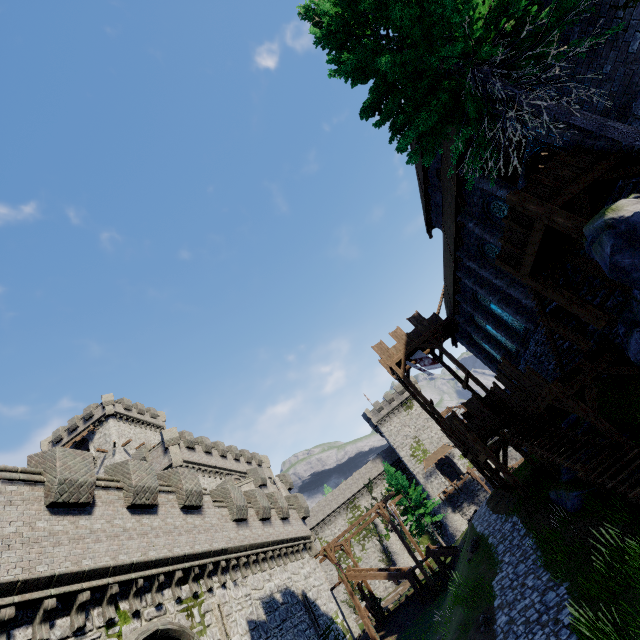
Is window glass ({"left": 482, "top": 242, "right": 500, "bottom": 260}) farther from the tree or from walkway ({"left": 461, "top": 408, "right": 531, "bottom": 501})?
the tree

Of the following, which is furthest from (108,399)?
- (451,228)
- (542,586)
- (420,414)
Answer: (542,586)

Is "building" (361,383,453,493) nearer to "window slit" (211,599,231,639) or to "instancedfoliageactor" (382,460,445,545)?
"instancedfoliageactor" (382,460,445,545)

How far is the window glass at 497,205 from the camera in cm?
1492

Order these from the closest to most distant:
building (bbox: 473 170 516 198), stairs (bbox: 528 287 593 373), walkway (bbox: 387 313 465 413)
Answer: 1. stairs (bbox: 528 287 593 373)
2. building (bbox: 473 170 516 198)
3. walkway (bbox: 387 313 465 413)

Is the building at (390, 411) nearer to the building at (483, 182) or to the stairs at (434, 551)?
the stairs at (434, 551)

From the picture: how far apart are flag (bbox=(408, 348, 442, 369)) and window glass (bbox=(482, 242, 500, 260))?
9.8m

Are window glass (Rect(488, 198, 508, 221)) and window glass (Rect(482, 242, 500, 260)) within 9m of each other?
yes
